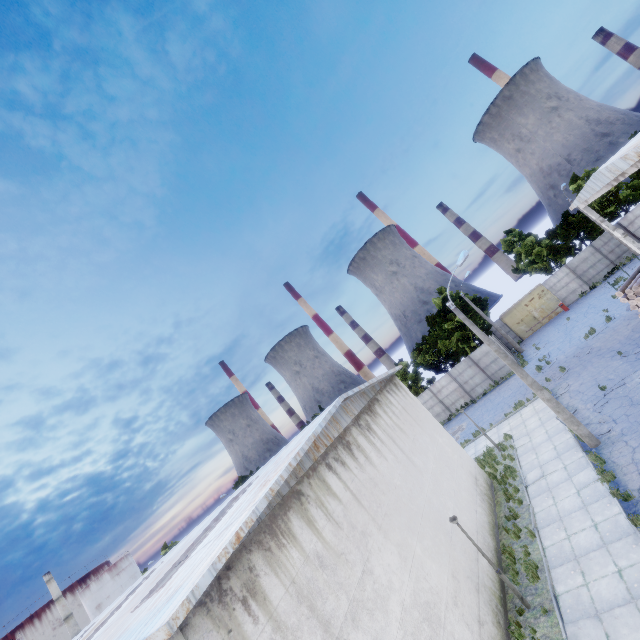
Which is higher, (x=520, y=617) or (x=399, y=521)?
(x=399, y=521)

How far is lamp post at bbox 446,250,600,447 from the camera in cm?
1444

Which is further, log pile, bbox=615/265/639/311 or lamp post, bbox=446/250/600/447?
log pile, bbox=615/265/639/311

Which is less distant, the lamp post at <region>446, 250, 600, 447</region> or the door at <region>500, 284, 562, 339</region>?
the lamp post at <region>446, 250, 600, 447</region>

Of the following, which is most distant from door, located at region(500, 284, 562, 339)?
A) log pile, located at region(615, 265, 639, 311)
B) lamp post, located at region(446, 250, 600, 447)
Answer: lamp post, located at region(446, 250, 600, 447)

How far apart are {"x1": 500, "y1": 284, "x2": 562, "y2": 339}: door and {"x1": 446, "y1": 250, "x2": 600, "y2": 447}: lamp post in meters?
26.8

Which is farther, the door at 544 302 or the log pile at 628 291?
the door at 544 302

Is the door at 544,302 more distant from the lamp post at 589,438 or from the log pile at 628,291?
the lamp post at 589,438
